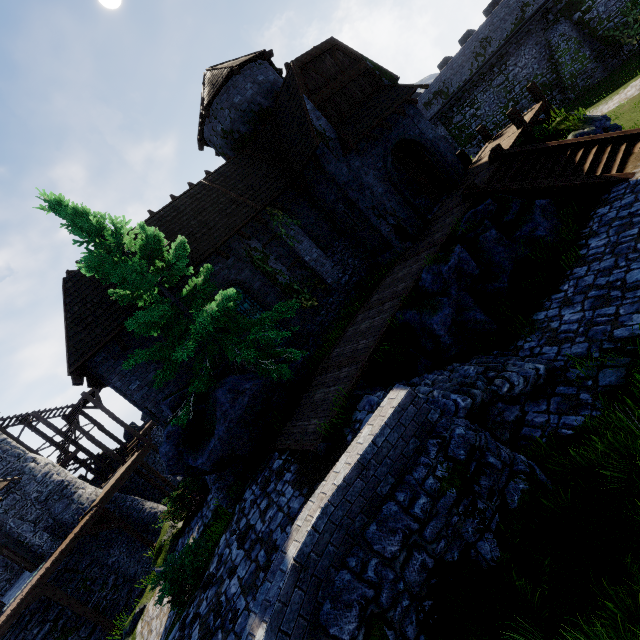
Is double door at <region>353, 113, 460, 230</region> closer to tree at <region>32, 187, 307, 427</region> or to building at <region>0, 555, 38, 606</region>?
tree at <region>32, 187, 307, 427</region>

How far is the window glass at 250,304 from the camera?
14.0 meters

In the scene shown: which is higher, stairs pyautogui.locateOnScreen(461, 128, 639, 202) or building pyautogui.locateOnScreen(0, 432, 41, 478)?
building pyautogui.locateOnScreen(0, 432, 41, 478)

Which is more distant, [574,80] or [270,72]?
[574,80]

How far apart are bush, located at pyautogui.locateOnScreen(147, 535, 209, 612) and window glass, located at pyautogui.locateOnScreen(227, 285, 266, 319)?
7.3 meters

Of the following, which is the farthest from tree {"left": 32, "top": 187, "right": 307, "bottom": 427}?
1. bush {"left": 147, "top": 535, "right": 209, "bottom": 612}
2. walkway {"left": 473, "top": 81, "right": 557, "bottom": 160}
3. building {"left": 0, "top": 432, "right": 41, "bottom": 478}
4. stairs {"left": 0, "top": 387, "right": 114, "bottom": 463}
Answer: stairs {"left": 0, "top": 387, "right": 114, "bottom": 463}

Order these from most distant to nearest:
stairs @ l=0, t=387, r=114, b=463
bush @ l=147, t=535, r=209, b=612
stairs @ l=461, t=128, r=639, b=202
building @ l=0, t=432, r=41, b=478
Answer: stairs @ l=0, t=387, r=114, b=463
building @ l=0, t=432, r=41, b=478
stairs @ l=461, t=128, r=639, b=202
bush @ l=147, t=535, r=209, b=612

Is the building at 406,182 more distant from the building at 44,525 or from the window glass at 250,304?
the building at 44,525
